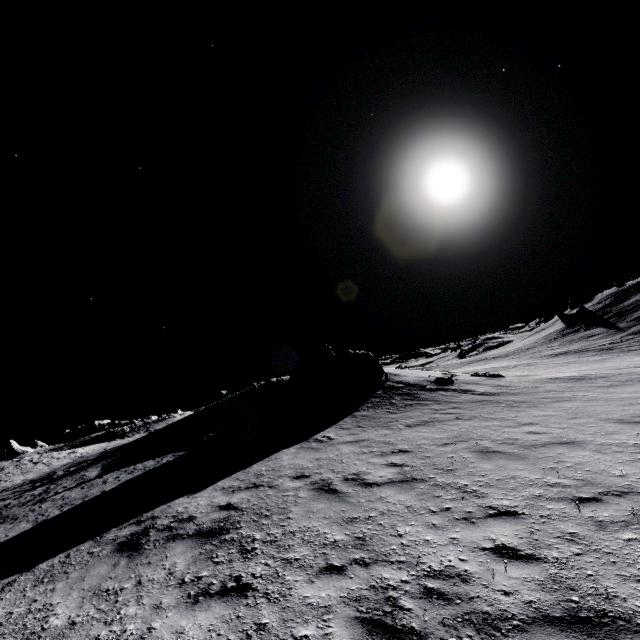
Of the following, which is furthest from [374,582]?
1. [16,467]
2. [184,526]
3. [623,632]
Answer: [16,467]

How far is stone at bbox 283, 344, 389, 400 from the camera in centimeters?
2005cm

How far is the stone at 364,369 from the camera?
20.05m
